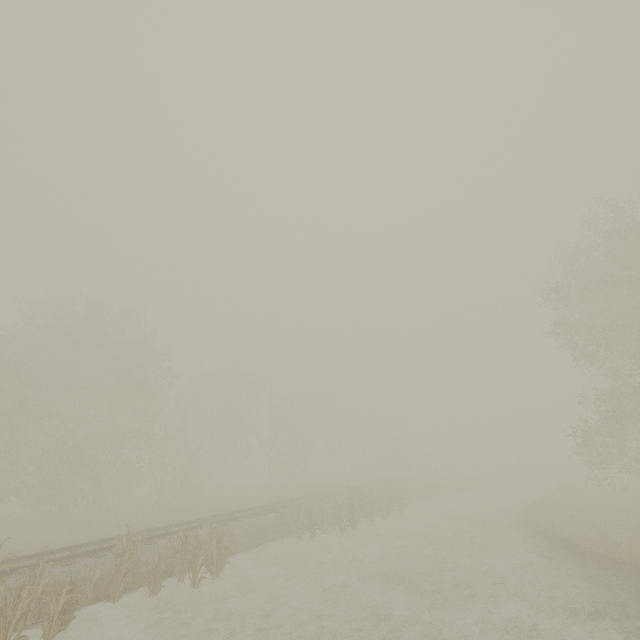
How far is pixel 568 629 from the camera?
7.5 meters

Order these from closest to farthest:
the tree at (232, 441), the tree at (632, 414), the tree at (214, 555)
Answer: the tree at (214, 555), the tree at (632, 414), the tree at (232, 441)

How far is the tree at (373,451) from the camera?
16.70m

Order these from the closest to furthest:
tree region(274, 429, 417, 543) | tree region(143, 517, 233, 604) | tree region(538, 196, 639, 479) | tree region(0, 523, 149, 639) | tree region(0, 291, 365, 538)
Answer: tree region(0, 523, 149, 639) < tree region(143, 517, 233, 604) < tree region(538, 196, 639, 479) < tree region(274, 429, 417, 543) < tree region(0, 291, 365, 538)

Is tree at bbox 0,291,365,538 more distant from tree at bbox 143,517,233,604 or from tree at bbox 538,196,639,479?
tree at bbox 143,517,233,604

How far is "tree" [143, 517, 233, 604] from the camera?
10.3m

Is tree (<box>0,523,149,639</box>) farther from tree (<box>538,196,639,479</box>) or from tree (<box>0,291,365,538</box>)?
tree (<box>538,196,639,479</box>)

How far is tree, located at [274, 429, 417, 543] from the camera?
16.7 meters
